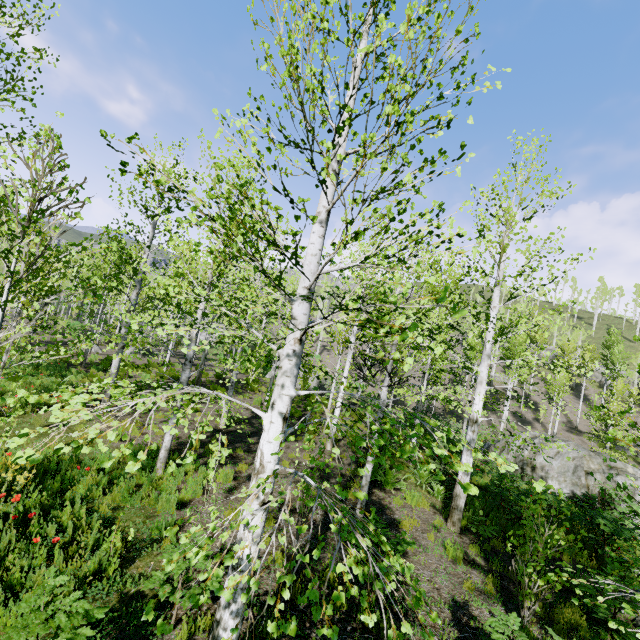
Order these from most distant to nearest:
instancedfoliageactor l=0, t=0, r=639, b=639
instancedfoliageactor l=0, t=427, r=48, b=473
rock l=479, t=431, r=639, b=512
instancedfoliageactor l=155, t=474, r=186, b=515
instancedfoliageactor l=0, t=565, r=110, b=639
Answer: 1. rock l=479, t=431, r=639, b=512
2. instancedfoliageactor l=155, t=474, r=186, b=515
3. instancedfoliageactor l=0, t=565, r=110, b=639
4. instancedfoliageactor l=0, t=0, r=639, b=639
5. instancedfoliageactor l=0, t=427, r=48, b=473

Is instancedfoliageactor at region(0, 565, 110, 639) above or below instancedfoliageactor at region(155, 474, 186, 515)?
above

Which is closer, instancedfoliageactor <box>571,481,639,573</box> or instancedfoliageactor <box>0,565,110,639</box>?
instancedfoliageactor <box>0,565,110,639</box>

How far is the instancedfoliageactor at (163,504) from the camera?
6.3m

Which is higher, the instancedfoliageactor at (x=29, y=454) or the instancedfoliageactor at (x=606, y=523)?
the instancedfoliageactor at (x=29, y=454)

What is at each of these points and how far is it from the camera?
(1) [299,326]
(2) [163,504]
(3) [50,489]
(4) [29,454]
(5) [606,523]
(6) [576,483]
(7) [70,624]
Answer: (1) instancedfoliageactor, 3.4 meters
(2) instancedfoliageactor, 6.4 meters
(3) instancedfoliageactor, 6.0 meters
(4) instancedfoliageactor, 1.7 meters
(5) instancedfoliageactor, 8.3 meters
(6) rock, 13.6 meters
(7) instancedfoliageactor, 2.9 meters

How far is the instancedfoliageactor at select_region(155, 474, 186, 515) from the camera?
6.35m
